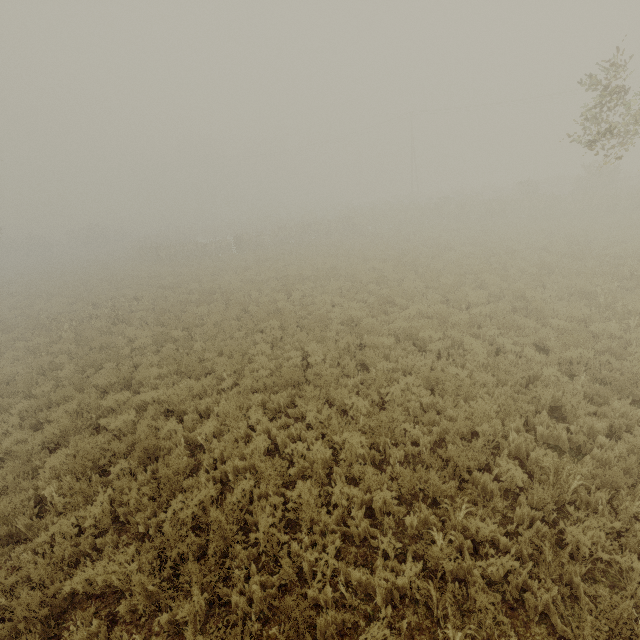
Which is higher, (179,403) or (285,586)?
(179,403)

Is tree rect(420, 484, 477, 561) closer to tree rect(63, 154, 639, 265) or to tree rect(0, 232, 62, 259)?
tree rect(63, 154, 639, 265)

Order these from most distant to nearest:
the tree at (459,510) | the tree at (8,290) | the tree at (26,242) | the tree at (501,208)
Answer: the tree at (26,242) → the tree at (501,208) → the tree at (8,290) → the tree at (459,510)

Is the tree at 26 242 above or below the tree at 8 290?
above

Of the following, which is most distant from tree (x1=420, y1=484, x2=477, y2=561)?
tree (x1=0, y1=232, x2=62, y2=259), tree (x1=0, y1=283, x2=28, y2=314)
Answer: tree (x1=0, y1=232, x2=62, y2=259)

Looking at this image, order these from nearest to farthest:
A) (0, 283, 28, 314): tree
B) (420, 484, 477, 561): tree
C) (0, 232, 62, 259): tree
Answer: (420, 484, 477, 561): tree < (0, 283, 28, 314): tree < (0, 232, 62, 259): tree

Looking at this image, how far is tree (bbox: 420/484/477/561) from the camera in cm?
419

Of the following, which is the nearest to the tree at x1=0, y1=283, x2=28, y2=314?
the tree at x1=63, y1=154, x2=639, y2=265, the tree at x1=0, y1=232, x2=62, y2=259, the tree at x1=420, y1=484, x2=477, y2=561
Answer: the tree at x1=63, y1=154, x2=639, y2=265
